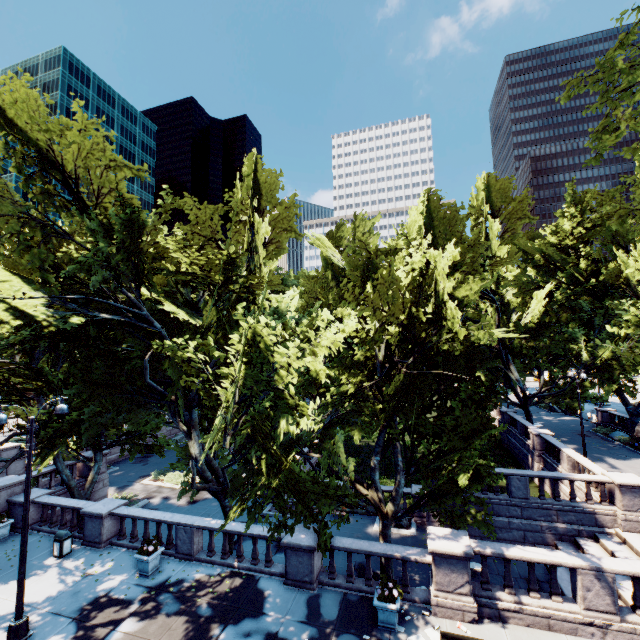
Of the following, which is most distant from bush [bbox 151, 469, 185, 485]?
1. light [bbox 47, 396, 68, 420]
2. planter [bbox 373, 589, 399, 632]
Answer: planter [bbox 373, 589, 399, 632]

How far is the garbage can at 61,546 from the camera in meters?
14.5 m

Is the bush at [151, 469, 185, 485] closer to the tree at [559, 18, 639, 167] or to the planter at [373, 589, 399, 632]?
the tree at [559, 18, 639, 167]

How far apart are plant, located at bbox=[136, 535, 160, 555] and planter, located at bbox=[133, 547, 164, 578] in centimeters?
1cm

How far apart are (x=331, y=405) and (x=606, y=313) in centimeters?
3024cm

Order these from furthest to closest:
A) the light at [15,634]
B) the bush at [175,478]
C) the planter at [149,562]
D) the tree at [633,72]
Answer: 1. the bush at [175,478]
2. the planter at [149,562]
3. the tree at [633,72]
4. the light at [15,634]

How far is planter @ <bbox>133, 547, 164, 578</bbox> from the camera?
13.0m

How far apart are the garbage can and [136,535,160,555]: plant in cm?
433
